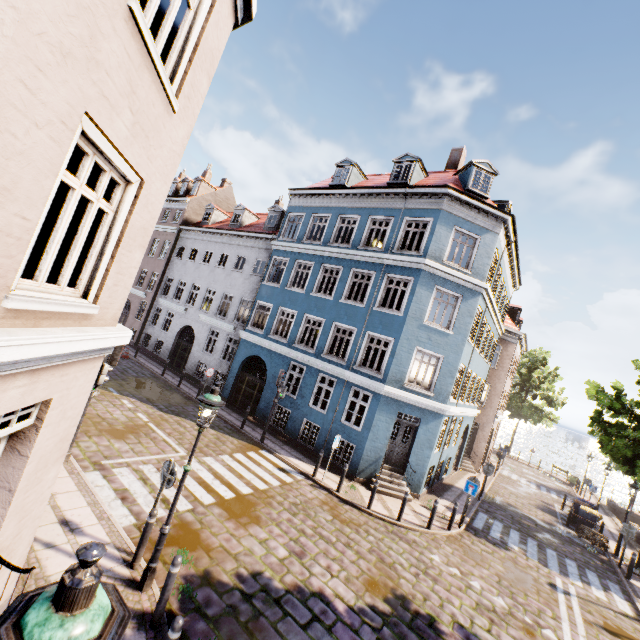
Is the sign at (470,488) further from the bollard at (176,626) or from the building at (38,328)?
the bollard at (176,626)

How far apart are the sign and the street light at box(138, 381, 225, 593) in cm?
1161

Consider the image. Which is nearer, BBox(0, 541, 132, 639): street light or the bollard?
BBox(0, 541, 132, 639): street light

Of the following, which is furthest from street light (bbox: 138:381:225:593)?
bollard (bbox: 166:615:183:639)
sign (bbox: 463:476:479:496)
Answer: sign (bbox: 463:476:479:496)

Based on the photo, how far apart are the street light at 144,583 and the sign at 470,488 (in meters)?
11.61

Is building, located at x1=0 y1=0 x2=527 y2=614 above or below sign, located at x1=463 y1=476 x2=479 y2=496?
above

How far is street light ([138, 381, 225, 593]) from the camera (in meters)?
5.78

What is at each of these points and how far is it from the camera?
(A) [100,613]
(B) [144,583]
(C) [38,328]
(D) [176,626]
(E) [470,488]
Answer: (A) street light, 1.5m
(B) street light, 5.7m
(C) building, 3.3m
(D) bollard, 4.2m
(E) sign, 13.0m
